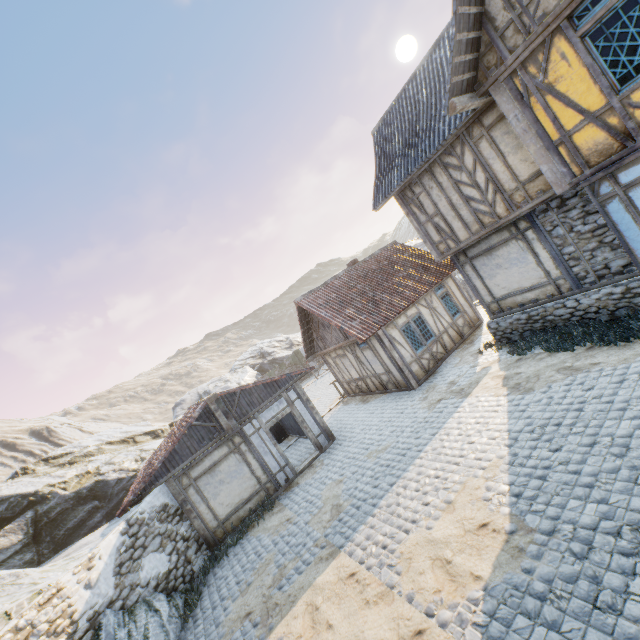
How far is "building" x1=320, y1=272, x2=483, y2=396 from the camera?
13.46m

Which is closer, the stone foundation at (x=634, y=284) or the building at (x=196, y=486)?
the stone foundation at (x=634, y=284)

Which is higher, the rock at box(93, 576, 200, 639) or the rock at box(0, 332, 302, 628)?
the rock at box(0, 332, 302, 628)

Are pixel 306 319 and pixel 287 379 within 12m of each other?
yes

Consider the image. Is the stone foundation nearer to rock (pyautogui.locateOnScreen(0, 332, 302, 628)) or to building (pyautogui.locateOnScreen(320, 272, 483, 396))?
building (pyautogui.locateOnScreen(320, 272, 483, 396))

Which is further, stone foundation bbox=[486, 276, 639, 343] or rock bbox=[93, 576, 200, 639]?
stone foundation bbox=[486, 276, 639, 343]

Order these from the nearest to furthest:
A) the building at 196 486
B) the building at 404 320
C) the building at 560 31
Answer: the building at 560 31 → the building at 196 486 → the building at 404 320

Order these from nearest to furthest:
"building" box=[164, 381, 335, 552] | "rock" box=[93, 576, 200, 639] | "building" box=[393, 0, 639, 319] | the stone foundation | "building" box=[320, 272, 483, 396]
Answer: "building" box=[393, 0, 639, 319] < "rock" box=[93, 576, 200, 639] < the stone foundation < "building" box=[164, 381, 335, 552] < "building" box=[320, 272, 483, 396]
